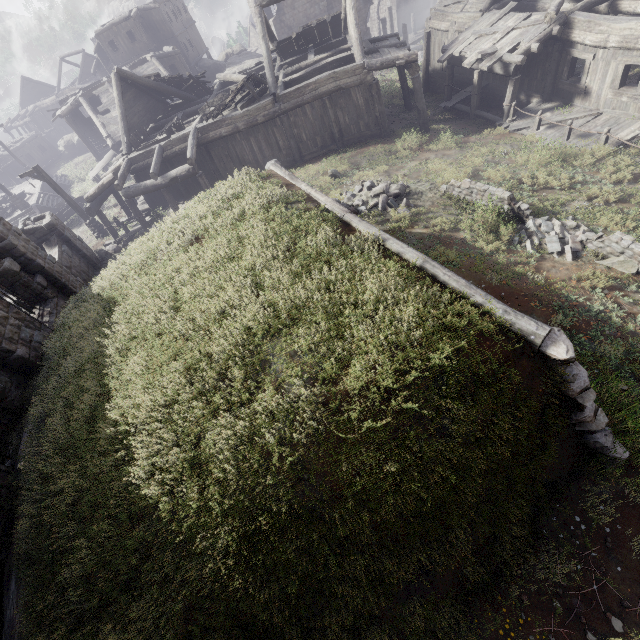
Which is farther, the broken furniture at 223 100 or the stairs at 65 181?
the stairs at 65 181

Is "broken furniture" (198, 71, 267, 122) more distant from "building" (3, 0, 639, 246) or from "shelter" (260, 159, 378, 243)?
"shelter" (260, 159, 378, 243)

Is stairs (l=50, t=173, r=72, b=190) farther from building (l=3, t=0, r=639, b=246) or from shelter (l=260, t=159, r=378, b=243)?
shelter (l=260, t=159, r=378, b=243)

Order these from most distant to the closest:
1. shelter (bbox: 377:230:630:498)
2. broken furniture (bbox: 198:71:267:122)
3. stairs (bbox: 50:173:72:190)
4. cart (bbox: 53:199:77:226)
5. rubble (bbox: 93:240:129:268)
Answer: stairs (bbox: 50:173:72:190) → cart (bbox: 53:199:77:226) → rubble (bbox: 93:240:129:268) → broken furniture (bbox: 198:71:267:122) → shelter (bbox: 377:230:630:498)

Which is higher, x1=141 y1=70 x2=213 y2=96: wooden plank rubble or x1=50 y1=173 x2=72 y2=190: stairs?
x1=141 y1=70 x2=213 y2=96: wooden plank rubble

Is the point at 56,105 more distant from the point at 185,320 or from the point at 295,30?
the point at 185,320

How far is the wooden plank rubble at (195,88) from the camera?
19.8 meters

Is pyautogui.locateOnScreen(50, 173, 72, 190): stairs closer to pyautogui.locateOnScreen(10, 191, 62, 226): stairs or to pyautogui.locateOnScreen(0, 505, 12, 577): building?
pyautogui.locateOnScreen(10, 191, 62, 226): stairs
